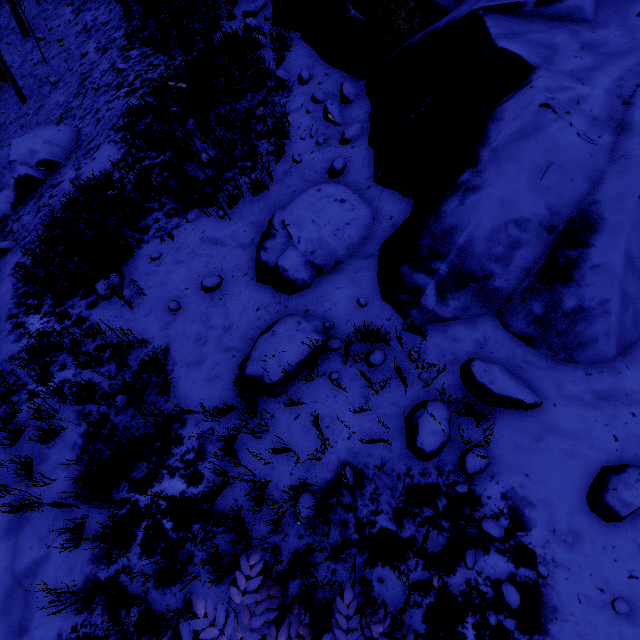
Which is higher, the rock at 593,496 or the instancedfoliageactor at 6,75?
the rock at 593,496

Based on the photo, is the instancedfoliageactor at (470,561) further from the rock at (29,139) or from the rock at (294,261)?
the rock at (294,261)

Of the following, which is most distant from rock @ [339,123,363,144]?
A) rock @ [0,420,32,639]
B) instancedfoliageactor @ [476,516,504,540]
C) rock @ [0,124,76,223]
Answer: rock @ [0,124,76,223]

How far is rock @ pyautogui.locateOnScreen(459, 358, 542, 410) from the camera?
3.09m

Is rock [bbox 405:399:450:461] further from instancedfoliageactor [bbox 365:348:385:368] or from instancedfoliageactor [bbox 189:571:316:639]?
instancedfoliageactor [bbox 189:571:316:639]

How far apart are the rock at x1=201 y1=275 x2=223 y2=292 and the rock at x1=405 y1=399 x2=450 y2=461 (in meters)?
3.33

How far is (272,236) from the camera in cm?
468

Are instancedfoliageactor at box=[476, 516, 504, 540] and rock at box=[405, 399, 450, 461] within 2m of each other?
yes
